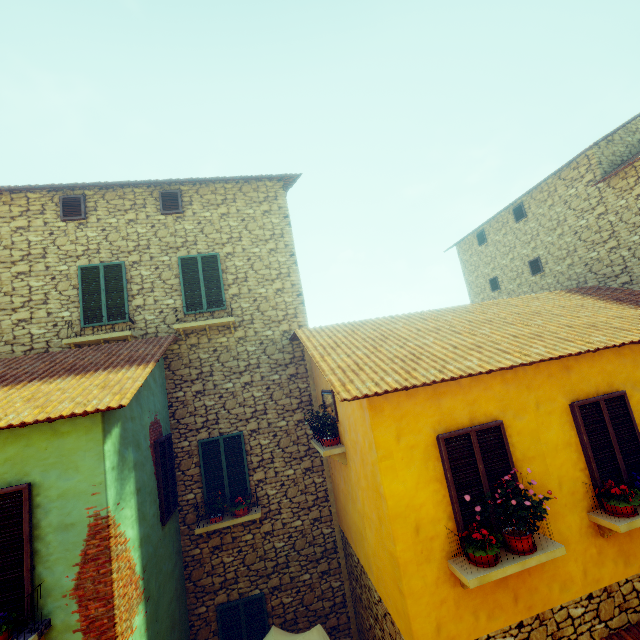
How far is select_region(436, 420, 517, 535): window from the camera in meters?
4.6

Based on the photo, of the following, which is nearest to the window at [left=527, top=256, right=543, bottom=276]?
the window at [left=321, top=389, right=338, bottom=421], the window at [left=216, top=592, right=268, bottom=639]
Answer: the window at [left=321, top=389, right=338, bottom=421]

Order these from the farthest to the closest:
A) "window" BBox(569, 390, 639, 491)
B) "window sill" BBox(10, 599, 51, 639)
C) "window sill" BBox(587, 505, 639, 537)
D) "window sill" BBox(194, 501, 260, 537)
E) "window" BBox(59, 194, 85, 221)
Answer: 1. "window" BBox(59, 194, 85, 221)
2. "window sill" BBox(194, 501, 260, 537)
3. "window" BBox(569, 390, 639, 491)
4. "window sill" BBox(587, 505, 639, 537)
5. "window sill" BBox(10, 599, 51, 639)

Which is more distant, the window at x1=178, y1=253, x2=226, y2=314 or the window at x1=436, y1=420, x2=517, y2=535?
the window at x1=178, y1=253, x2=226, y2=314

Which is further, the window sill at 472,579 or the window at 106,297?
the window at 106,297

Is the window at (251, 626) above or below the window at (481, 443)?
below

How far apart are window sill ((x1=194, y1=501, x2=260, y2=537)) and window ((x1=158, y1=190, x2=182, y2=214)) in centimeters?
798cm

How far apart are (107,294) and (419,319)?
8.0m
